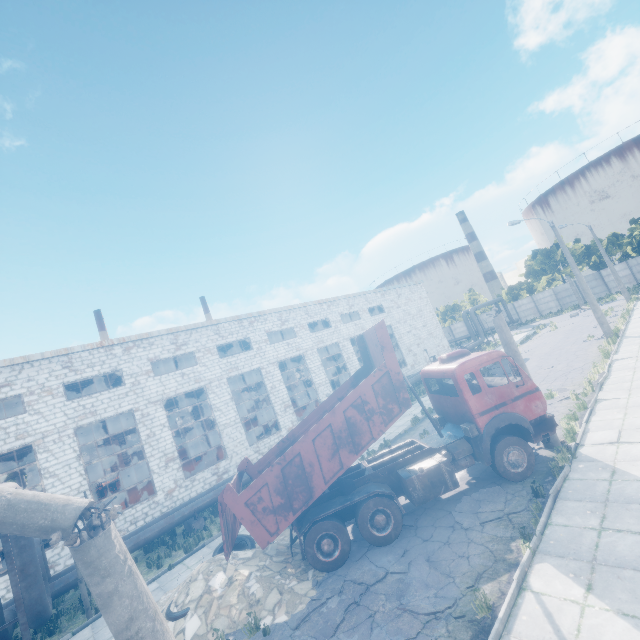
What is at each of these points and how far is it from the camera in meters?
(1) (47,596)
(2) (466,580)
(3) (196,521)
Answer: (1) pipe, 11.1
(2) asphalt debris, 6.6
(3) pipe holder, 15.4

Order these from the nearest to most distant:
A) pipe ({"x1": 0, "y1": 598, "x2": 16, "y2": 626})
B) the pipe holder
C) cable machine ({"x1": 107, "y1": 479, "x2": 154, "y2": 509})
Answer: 1. pipe ({"x1": 0, "y1": 598, "x2": 16, "y2": 626})
2. the pipe holder
3. cable machine ({"x1": 107, "y1": 479, "x2": 154, "y2": 509})

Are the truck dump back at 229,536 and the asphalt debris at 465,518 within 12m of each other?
yes

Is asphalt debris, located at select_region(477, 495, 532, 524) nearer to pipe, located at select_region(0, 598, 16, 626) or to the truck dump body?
the truck dump body

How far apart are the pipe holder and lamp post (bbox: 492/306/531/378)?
15.0 meters

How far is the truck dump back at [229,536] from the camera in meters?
8.3 m

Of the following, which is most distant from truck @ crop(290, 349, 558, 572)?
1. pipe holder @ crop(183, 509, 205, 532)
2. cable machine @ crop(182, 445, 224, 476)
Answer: cable machine @ crop(182, 445, 224, 476)

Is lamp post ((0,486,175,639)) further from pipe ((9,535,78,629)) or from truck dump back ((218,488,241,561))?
truck dump back ((218,488,241,561))
